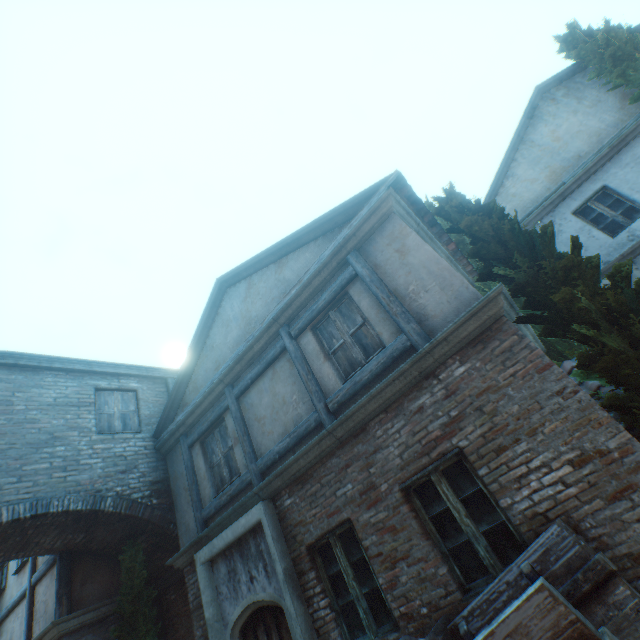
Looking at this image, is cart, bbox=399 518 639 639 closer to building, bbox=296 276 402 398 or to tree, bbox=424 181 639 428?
building, bbox=296 276 402 398

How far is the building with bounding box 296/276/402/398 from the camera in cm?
518

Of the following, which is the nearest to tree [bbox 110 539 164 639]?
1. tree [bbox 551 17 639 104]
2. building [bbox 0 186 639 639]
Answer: building [bbox 0 186 639 639]

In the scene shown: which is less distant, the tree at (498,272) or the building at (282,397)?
the tree at (498,272)

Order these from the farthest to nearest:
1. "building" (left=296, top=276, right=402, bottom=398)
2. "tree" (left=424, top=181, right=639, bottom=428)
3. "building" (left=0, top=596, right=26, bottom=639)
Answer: "building" (left=0, top=596, right=26, bottom=639) → "building" (left=296, top=276, right=402, bottom=398) → "tree" (left=424, top=181, right=639, bottom=428)

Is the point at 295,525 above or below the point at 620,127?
below

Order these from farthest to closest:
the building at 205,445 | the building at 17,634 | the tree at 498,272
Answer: the building at 17,634 → the building at 205,445 → the tree at 498,272

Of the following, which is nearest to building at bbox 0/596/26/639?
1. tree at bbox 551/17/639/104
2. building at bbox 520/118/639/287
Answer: tree at bbox 551/17/639/104
